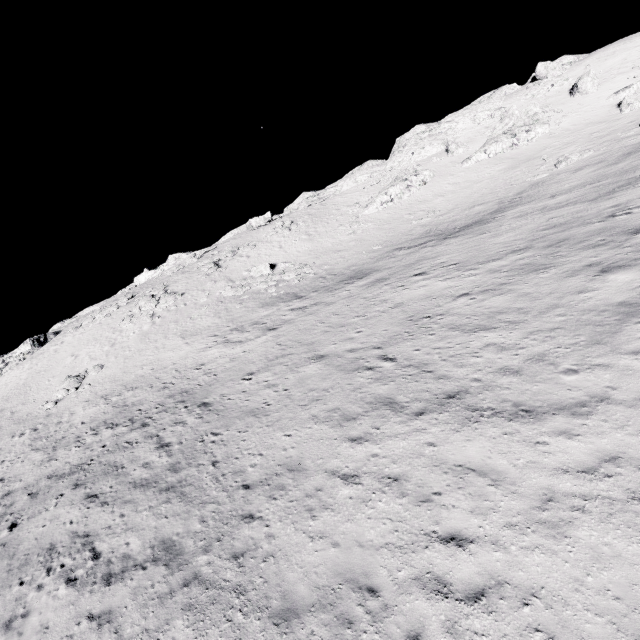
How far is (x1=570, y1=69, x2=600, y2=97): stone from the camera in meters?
43.5 m

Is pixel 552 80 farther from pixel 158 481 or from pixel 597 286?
pixel 158 481

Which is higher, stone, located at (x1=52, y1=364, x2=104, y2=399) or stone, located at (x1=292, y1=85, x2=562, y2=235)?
stone, located at (x1=292, y1=85, x2=562, y2=235)

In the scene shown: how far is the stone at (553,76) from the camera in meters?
50.5

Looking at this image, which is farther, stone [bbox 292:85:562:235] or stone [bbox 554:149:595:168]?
stone [bbox 292:85:562:235]

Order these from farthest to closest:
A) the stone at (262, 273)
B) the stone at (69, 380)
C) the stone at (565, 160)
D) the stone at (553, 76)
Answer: the stone at (553, 76), the stone at (262, 273), the stone at (565, 160), the stone at (69, 380)

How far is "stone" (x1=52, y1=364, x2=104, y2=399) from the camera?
28.0 meters

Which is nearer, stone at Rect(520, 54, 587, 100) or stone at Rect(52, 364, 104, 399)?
stone at Rect(52, 364, 104, 399)
